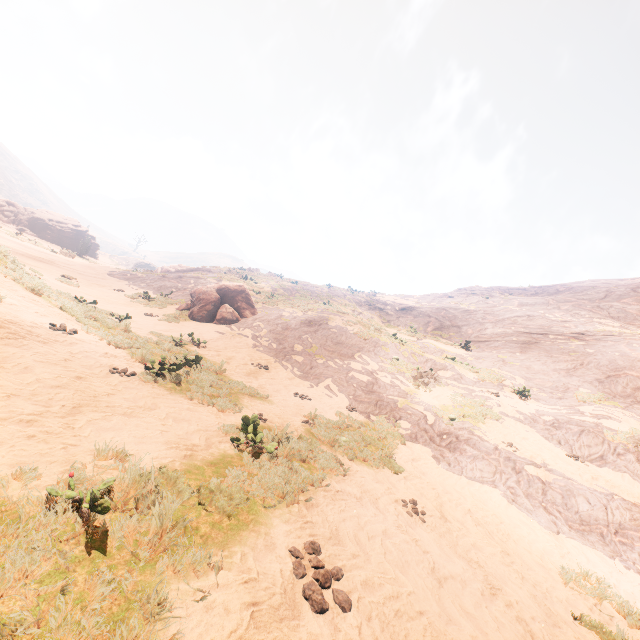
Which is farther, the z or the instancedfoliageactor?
the instancedfoliageactor

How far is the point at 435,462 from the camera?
8.86m

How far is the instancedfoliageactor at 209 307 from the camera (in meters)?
17.23

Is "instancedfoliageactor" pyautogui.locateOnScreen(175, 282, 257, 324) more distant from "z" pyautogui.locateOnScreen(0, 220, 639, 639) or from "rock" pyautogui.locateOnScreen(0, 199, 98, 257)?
"rock" pyautogui.locateOnScreen(0, 199, 98, 257)

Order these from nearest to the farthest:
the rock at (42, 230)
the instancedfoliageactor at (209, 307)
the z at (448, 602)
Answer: the z at (448, 602) → the instancedfoliageactor at (209, 307) → the rock at (42, 230)

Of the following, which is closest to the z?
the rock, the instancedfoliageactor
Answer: the instancedfoliageactor

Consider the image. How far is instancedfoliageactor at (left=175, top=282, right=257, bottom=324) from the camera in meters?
17.2

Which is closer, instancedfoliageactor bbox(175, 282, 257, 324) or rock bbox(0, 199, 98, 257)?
instancedfoliageactor bbox(175, 282, 257, 324)
